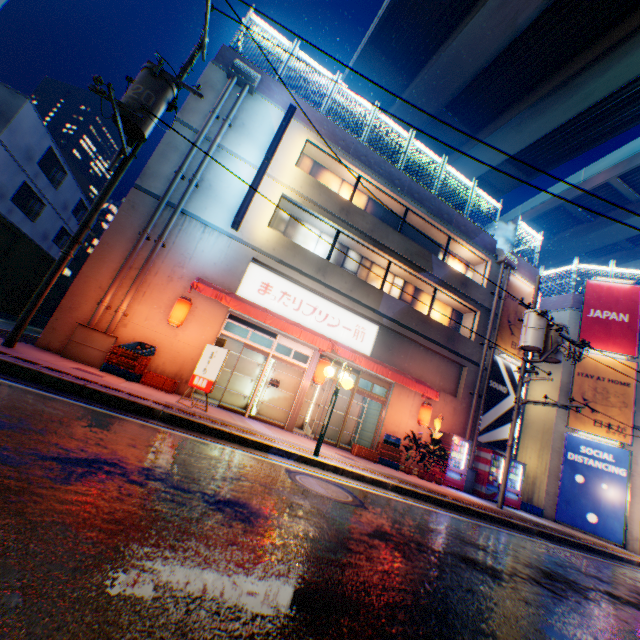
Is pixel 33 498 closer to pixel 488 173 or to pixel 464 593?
pixel 464 593

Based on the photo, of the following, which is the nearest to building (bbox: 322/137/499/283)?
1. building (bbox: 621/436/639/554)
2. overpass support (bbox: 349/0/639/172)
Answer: overpass support (bbox: 349/0/639/172)

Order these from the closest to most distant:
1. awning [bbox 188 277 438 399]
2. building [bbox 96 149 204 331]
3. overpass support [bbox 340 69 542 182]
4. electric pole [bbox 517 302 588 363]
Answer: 1. building [bbox 96 149 204 331]
2. awning [bbox 188 277 438 399]
3. electric pole [bbox 517 302 588 363]
4. overpass support [bbox 340 69 542 182]

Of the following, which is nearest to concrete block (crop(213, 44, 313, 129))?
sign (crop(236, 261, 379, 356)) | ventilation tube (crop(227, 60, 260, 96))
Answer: ventilation tube (crop(227, 60, 260, 96))

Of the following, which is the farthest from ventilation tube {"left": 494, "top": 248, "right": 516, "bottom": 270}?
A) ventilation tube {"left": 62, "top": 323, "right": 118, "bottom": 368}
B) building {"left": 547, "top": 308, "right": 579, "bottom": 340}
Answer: ventilation tube {"left": 62, "top": 323, "right": 118, "bottom": 368}

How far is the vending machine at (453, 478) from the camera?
13.1 meters

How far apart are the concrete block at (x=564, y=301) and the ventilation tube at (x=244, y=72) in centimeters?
2056cm

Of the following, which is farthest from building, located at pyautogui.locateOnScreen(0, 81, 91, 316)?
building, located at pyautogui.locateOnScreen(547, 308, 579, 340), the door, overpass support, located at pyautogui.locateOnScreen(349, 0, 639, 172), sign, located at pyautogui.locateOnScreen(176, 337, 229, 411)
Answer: building, located at pyautogui.locateOnScreen(547, 308, 579, 340)
